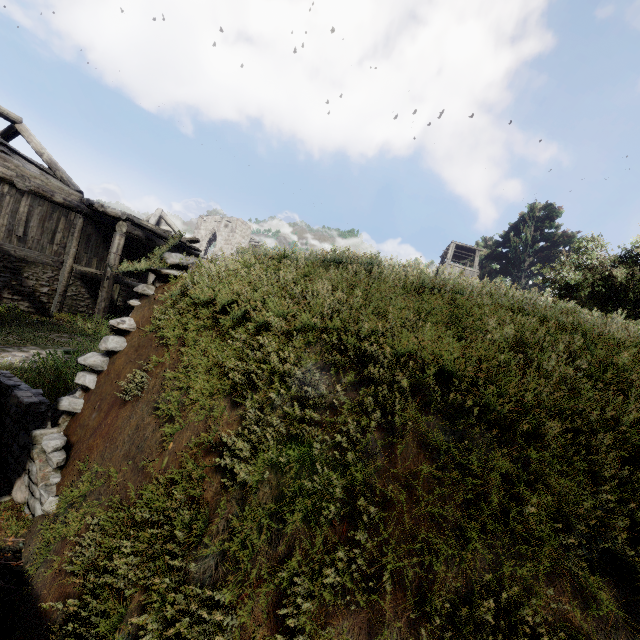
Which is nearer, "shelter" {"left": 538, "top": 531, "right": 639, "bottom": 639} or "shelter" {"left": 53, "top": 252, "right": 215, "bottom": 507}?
"shelter" {"left": 538, "top": 531, "right": 639, "bottom": 639}

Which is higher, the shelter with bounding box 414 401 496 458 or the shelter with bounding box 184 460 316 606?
the shelter with bounding box 414 401 496 458

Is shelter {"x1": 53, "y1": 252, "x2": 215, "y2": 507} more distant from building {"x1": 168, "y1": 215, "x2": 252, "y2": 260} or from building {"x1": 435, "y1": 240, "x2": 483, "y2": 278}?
building {"x1": 435, "y1": 240, "x2": 483, "y2": 278}

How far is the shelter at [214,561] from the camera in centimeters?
180cm

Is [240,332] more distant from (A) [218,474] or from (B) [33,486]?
(B) [33,486]

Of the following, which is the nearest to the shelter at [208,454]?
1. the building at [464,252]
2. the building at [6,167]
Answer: the building at [6,167]

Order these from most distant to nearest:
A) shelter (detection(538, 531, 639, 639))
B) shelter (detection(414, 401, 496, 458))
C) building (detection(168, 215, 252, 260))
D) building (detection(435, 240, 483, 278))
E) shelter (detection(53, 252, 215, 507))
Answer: building (detection(435, 240, 483, 278)), building (detection(168, 215, 252, 260)), shelter (detection(53, 252, 215, 507)), shelter (detection(414, 401, 496, 458)), shelter (detection(538, 531, 639, 639))

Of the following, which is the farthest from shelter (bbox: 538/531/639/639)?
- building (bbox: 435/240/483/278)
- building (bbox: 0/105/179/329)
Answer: building (bbox: 435/240/483/278)
